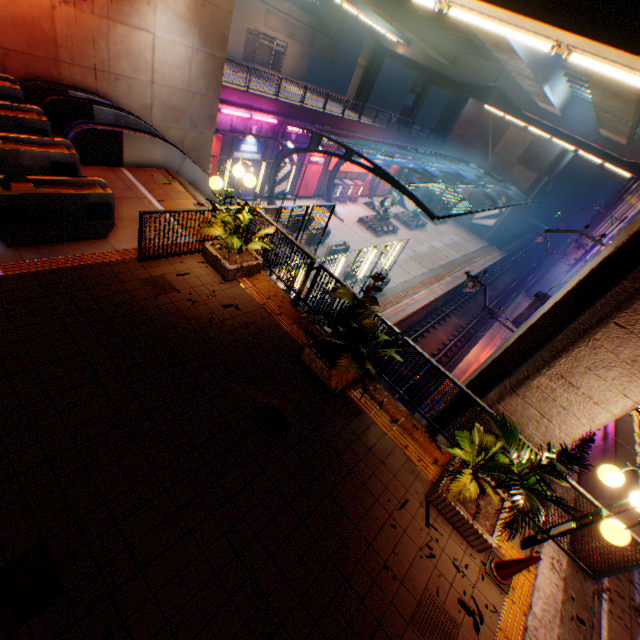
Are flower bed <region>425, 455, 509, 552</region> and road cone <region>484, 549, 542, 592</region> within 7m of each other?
yes

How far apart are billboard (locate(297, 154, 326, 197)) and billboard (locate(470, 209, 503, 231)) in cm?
2400

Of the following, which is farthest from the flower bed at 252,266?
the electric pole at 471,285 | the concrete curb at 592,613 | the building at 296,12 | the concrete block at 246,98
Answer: the building at 296,12

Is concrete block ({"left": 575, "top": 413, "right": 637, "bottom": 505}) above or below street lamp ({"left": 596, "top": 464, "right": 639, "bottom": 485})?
below

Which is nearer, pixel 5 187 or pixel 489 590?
pixel 489 590

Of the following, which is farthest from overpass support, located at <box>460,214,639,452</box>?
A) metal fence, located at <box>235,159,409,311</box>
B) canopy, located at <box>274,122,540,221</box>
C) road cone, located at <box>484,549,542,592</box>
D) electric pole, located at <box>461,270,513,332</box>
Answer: canopy, located at <box>274,122,540,221</box>

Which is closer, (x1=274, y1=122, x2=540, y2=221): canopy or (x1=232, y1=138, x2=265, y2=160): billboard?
(x1=274, y1=122, x2=540, y2=221): canopy

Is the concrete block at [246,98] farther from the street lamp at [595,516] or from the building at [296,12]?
the street lamp at [595,516]
